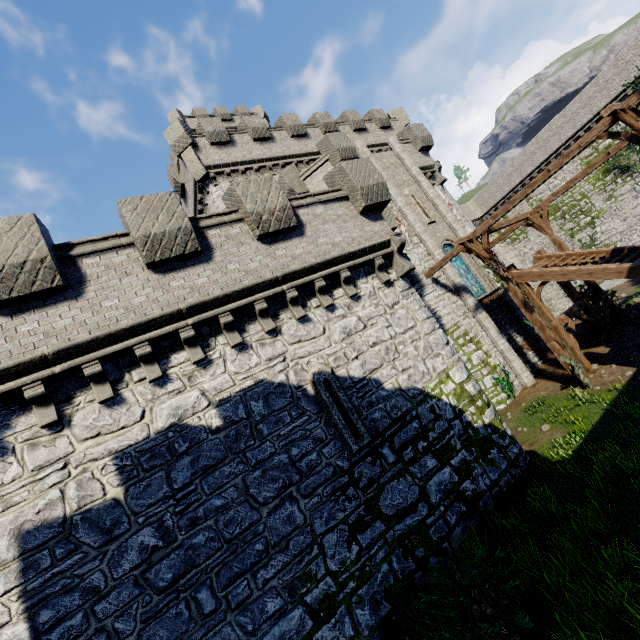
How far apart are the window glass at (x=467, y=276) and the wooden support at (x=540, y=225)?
3.1m

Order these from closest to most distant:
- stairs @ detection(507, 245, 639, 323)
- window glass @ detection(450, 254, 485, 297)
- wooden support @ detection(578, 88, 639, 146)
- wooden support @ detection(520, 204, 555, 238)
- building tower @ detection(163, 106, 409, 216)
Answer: wooden support @ detection(578, 88, 639, 146)
stairs @ detection(507, 245, 639, 323)
wooden support @ detection(520, 204, 555, 238)
window glass @ detection(450, 254, 485, 297)
building tower @ detection(163, 106, 409, 216)

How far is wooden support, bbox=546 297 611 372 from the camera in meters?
14.0

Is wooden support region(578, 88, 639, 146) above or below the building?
below

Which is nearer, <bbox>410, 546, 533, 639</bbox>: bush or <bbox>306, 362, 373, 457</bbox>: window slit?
<bbox>410, 546, 533, 639</bbox>: bush

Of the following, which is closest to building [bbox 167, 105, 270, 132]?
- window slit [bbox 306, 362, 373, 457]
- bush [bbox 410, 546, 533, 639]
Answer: window slit [bbox 306, 362, 373, 457]

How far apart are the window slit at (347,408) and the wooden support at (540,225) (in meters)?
14.63

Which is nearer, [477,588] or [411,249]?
[477,588]
